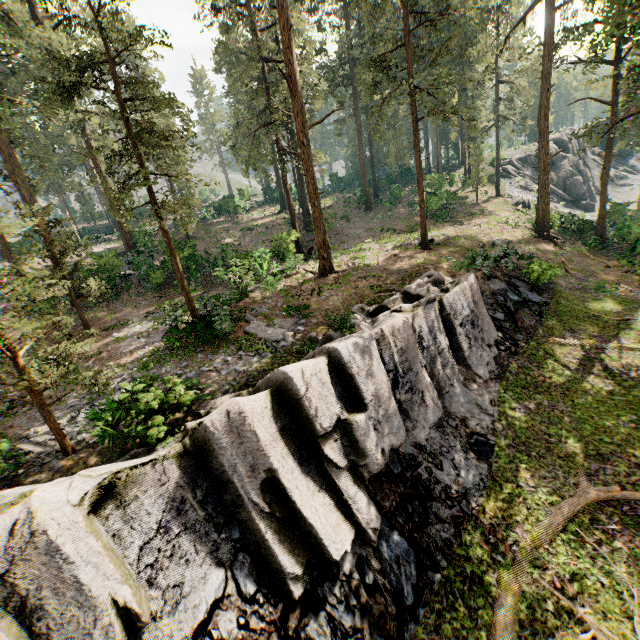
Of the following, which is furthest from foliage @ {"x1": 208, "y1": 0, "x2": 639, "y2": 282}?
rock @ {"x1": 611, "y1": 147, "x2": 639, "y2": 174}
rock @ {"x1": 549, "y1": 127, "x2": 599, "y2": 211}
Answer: rock @ {"x1": 611, "y1": 147, "x2": 639, "y2": 174}

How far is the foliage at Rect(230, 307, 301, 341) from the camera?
14.0 meters

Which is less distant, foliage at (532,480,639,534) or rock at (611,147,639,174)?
foliage at (532,480,639,534)

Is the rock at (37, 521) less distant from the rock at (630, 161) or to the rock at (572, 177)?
the rock at (572, 177)

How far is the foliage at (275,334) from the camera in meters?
14.0

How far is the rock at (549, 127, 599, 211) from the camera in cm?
4341

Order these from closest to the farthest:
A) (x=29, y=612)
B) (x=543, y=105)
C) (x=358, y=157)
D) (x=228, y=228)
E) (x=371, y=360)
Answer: (x=29, y=612), (x=371, y=360), (x=543, y=105), (x=228, y=228), (x=358, y=157)

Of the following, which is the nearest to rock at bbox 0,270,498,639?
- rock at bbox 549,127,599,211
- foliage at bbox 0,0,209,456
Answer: foliage at bbox 0,0,209,456
